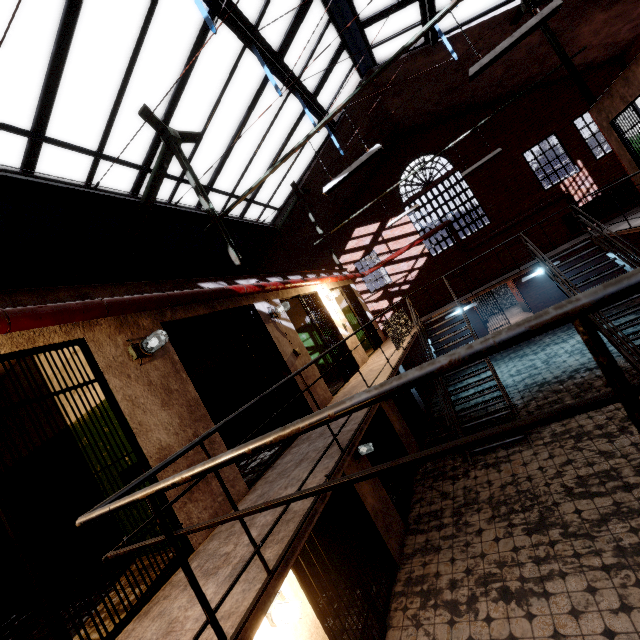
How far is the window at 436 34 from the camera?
8.7m

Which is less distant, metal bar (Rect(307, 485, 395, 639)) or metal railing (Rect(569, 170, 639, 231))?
metal bar (Rect(307, 485, 395, 639))

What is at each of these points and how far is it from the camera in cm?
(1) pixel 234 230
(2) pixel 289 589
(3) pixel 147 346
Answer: (1) window, 1104
(2) building, 376
(3) light fixture, 368

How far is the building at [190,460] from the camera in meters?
3.2 m

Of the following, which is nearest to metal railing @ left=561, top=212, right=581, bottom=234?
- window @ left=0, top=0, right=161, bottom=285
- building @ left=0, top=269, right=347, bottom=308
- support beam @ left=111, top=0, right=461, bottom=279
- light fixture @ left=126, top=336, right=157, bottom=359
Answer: building @ left=0, top=269, right=347, bottom=308

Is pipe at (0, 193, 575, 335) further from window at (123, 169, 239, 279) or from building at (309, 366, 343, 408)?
window at (123, 169, 239, 279)

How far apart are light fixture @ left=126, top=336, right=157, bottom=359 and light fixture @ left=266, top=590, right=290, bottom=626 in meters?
2.9 m

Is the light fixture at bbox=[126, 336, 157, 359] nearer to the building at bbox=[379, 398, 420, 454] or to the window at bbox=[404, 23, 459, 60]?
the building at bbox=[379, 398, 420, 454]
